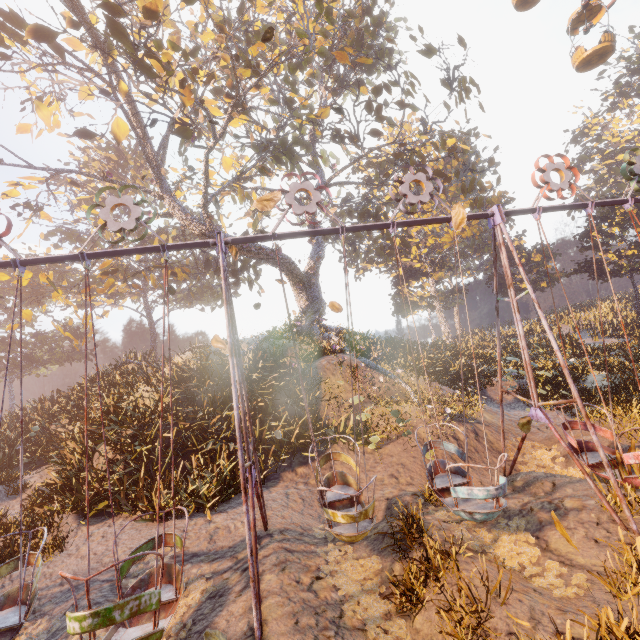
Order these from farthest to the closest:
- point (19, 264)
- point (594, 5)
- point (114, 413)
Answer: point (594, 5), point (114, 413), point (19, 264)

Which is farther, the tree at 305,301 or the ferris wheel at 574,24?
the tree at 305,301

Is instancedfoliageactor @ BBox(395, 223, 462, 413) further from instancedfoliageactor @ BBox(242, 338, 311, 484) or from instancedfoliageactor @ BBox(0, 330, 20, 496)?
instancedfoliageactor @ BBox(0, 330, 20, 496)

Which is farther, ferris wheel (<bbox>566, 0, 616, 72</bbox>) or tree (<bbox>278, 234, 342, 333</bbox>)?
tree (<bbox>278, 234, 342, 333</bbox>)

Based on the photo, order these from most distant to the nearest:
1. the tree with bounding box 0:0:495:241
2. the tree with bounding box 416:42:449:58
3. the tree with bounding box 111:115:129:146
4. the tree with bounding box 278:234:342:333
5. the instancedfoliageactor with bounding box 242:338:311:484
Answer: the tree with bounding box 278:234:342:333 < the tree with bounding box 416:42:449:58 < the tree with bounding box 111:115:129:146 < the tree with bounding box 0:0:495:241 < the instancedfoliageactor with bounding box 242:338:311:484

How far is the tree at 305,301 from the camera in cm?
2089

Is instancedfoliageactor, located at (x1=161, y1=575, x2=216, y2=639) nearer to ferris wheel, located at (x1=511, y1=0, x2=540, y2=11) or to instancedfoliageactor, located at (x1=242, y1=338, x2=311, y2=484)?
instancedfoliageactor, located at (x1=242, y1=338, x2=311, y2=484)

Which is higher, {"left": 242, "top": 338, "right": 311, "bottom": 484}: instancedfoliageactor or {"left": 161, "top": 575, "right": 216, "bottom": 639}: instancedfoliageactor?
{"left": 242, "top": 338, "right": 311, "bottom": 484}: instancedfoliageactor
